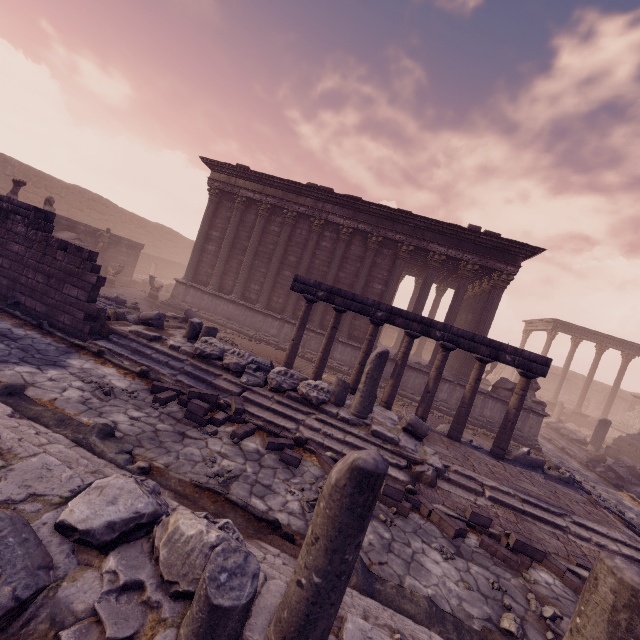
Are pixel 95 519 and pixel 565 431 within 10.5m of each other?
no

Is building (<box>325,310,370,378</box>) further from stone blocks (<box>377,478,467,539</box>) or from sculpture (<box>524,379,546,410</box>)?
stone blocks (<box>377,478,467,539</box>)

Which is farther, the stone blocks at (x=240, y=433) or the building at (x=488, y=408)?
A: the building at (x=488, y=408)

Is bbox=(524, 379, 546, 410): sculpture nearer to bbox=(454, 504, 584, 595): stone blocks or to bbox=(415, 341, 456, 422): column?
bbox=(415, 341, 456, 422): column

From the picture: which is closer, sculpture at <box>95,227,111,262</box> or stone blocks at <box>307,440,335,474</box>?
stone blocks at <box>307,440,335,474</box>

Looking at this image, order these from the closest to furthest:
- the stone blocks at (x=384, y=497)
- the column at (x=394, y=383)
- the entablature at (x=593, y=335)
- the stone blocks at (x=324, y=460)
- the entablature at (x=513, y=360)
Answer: the stone blocks at (x=384, y=497) < the stone blocks at (x=324, y=460) < the entablature at (x=513, y=360) < the column at (x=394, y=383) < the entablature at (x=593, y=335)

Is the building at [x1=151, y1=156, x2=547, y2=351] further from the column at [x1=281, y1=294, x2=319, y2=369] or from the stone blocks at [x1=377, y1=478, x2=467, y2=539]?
the stone blocks at [x1=377, y1=478, x2=467, y2=539]

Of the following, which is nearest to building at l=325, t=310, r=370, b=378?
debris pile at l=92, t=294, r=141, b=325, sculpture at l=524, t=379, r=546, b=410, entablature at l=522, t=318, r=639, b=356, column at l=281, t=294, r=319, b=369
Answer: sculpture at l=524, t=379, r=546, b=410
